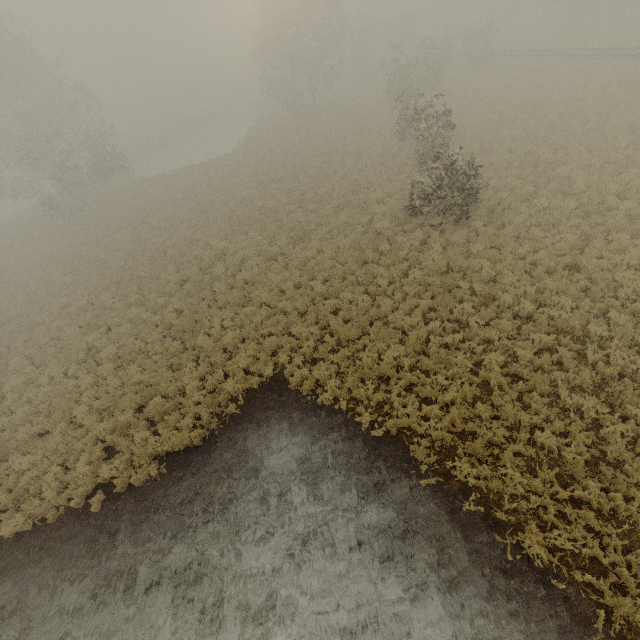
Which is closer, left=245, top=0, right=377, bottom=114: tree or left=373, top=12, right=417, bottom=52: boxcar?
left=245, top=0, right=377, bottom=114: tree

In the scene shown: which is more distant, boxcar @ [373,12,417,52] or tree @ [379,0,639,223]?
boxcar @ [373,12,417,52]

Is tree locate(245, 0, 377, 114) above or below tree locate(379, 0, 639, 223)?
above

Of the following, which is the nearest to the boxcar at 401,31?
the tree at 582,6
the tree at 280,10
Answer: the tree at 582,6

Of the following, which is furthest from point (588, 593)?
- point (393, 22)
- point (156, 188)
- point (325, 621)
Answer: point (393, 22)

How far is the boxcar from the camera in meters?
51.1 m

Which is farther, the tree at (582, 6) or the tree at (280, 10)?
the tree at (280, 10)

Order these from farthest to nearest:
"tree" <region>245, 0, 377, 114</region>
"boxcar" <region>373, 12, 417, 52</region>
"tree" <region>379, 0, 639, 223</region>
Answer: "boxcar" <region>373, 12, 417, 52</region> < "tree" <region>245, 0, 377, 114</region> < "tree" <region>379, 0, 639, 223</region>
